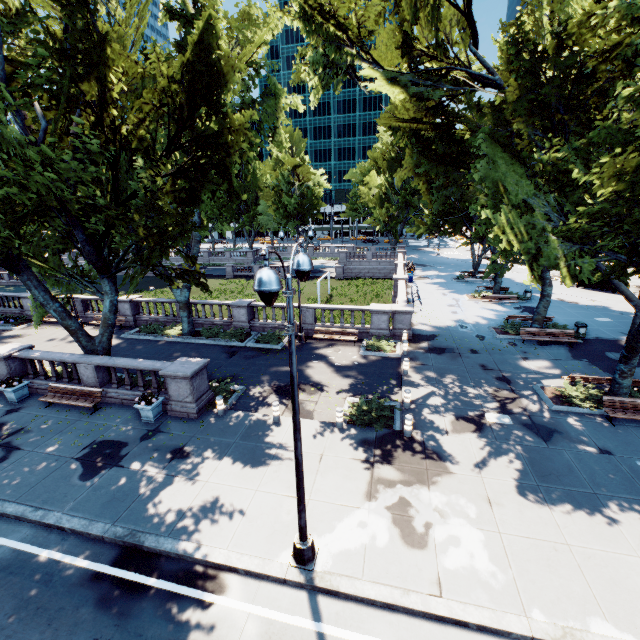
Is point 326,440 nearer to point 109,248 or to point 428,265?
point 109,248

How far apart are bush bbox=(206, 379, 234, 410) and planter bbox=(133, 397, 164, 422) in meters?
1.6 m

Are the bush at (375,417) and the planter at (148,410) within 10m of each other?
yes

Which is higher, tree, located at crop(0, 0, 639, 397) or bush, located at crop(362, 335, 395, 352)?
tree, located at crop(0, 0, 639, 397)

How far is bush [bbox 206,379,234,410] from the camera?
14.2 meters

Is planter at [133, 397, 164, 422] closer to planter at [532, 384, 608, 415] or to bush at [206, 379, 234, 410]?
bush at [206, 379, 234, 410]

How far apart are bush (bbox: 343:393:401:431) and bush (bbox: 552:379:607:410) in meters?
7.0

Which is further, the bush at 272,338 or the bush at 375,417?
the bush at 272,338
